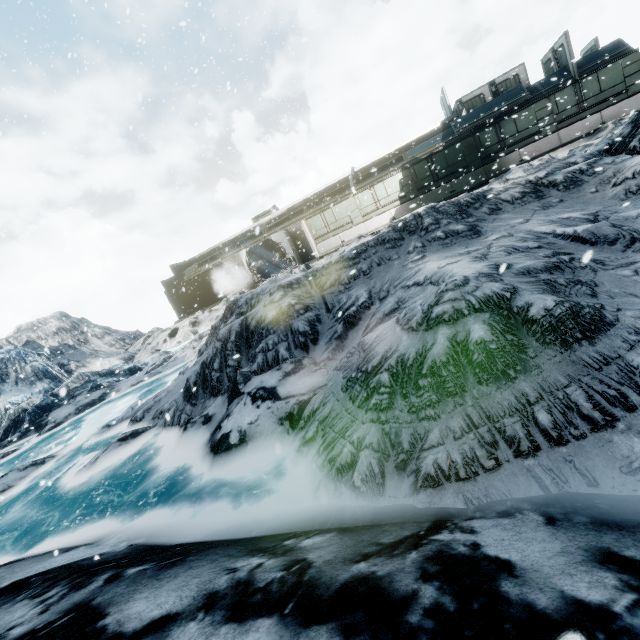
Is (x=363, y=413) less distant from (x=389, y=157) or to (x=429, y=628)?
(x=429, y=628)
